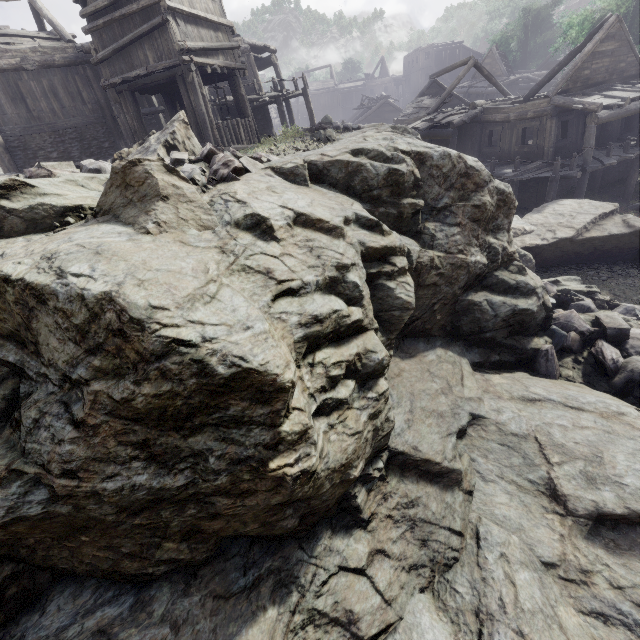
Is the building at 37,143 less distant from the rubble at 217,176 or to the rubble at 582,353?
the rubble at 582,353

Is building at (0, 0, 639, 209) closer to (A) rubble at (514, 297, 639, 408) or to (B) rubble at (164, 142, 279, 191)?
(A) rubble at (514, 297, 639, 408)

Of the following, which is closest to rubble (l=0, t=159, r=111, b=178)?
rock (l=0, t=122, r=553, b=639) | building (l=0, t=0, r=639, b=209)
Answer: rock (l=0, t=122, r=553, b=639)

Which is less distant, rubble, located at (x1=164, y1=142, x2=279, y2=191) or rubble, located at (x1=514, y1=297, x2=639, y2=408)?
rubble, located at (x1=164, y1=142, x2=279, y2=191)

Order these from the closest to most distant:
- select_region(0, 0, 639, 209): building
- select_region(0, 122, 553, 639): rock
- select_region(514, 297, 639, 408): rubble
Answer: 1. select_region(0, 122, 553, 639): rock
2. select_region(514, 297, 639, 408): rubble
3. select_region(0, 0, 639, 209): building

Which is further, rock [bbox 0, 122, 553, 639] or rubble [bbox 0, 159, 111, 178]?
rubble [bbox 0, 159, 111, 178]

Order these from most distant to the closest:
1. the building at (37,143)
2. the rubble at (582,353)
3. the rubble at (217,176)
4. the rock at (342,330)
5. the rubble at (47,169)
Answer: the building at (37,143)
the rubble at (582,353)
the rubble at (47,169)
the rubble at (217,176)
the rock at (342,330)

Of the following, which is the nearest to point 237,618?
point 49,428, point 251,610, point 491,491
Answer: point 251,610
